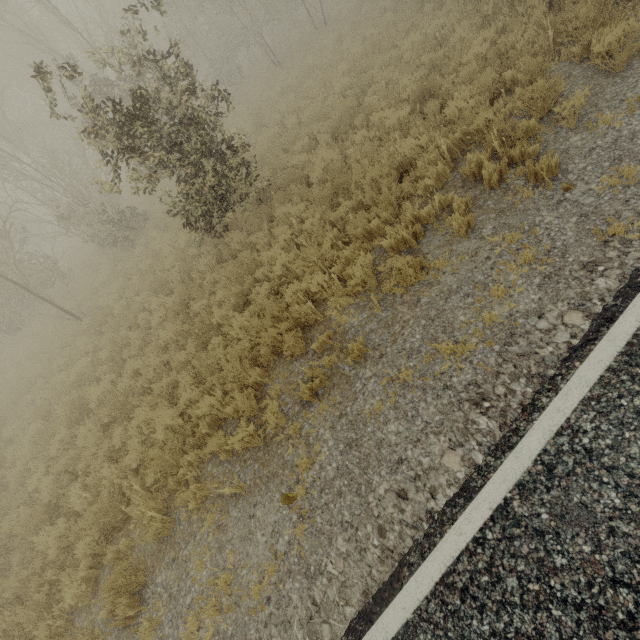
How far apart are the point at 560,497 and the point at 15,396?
16.0m
